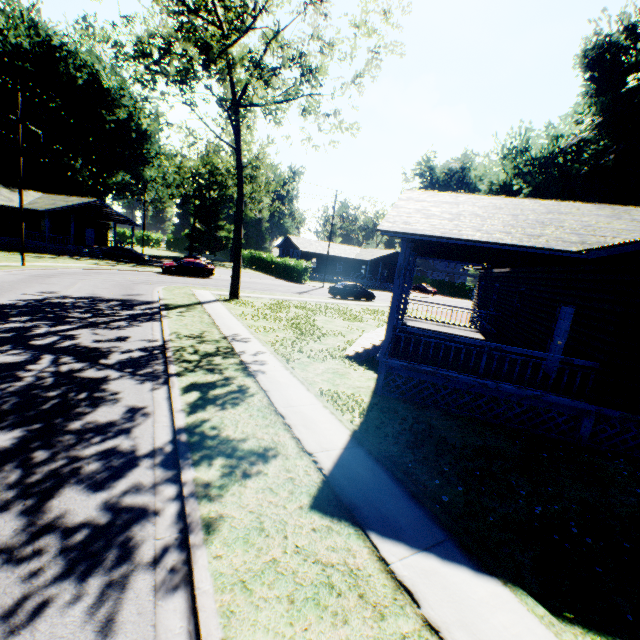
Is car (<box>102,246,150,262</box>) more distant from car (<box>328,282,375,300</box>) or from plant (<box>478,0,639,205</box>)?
plant (<box>478,0,639,205</box>)

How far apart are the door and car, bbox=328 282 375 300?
20.92m

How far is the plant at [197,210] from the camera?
46.0 meters

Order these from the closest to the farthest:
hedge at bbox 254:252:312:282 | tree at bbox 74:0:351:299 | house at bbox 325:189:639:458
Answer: house at bbox 325:189:639:458
tree at bbox 74:0:351:299
hedge at bbox 254:252:312:282

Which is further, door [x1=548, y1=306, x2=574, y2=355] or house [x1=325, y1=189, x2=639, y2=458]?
door [x1=548, y1=306, x2=574, y2=355]

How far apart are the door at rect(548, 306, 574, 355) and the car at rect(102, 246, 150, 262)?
39.97m

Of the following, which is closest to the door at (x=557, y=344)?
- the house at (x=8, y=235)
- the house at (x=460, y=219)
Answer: the house at (x=460, y=219)

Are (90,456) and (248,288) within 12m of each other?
no
